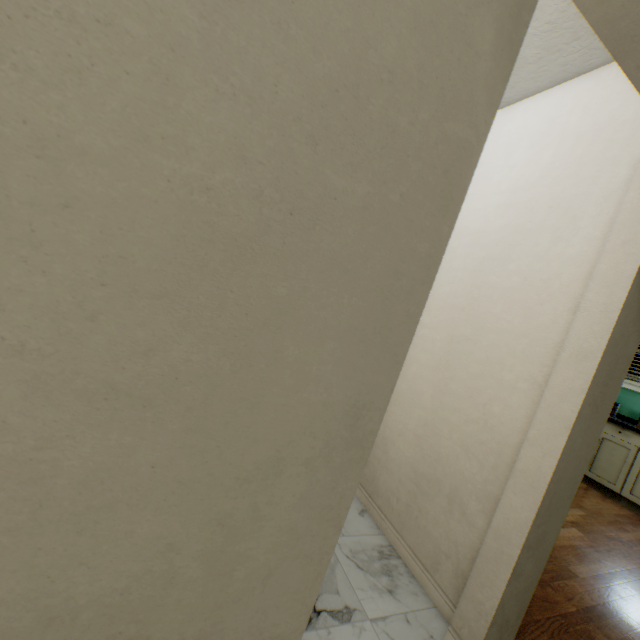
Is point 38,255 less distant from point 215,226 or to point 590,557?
point 215,226
